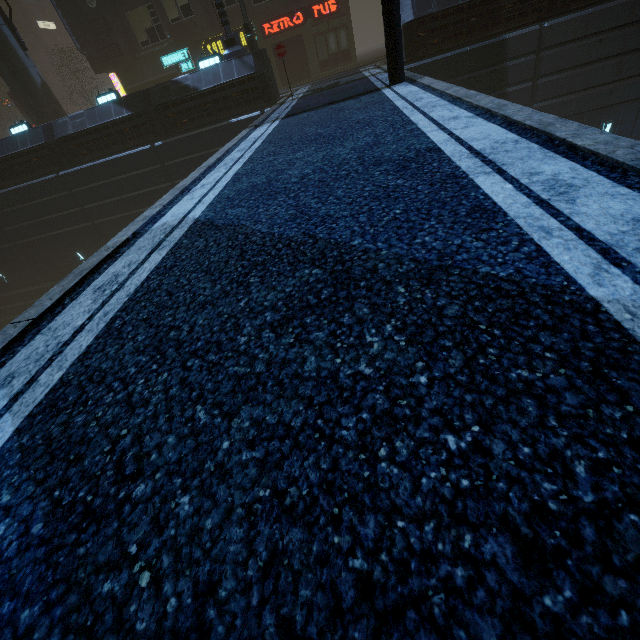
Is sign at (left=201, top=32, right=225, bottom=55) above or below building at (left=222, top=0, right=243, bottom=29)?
below

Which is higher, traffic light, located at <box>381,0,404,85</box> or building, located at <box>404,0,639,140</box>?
traffic light, located at <box>381,0,404,85</box>

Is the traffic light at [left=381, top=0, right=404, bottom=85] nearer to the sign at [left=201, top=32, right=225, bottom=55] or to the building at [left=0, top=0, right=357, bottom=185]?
the building at [left=0, top=0, right=357, bottom=185]

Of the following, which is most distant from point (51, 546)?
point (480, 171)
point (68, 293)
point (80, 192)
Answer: point (80, 192)

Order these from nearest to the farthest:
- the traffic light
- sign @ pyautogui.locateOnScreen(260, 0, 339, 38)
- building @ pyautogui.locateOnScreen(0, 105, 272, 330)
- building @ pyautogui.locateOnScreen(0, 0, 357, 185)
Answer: the traffic light
building @ pyautogui.locateOnScreen(0, 0, 357, 185)
building @ pyautogui.locateOnScreen(0, 105, 272, 330)
sign @ pyautogui.locateOnScreen(260, 0, 339, 38)

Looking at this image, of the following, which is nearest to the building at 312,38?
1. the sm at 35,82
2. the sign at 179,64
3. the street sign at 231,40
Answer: the sign at 179,64

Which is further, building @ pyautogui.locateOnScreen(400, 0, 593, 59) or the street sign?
the street sign

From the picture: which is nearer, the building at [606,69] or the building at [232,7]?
the building at [606,69]
